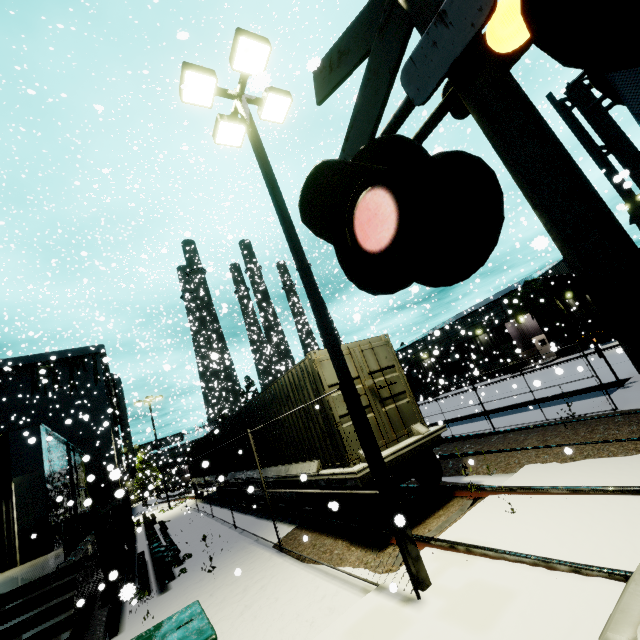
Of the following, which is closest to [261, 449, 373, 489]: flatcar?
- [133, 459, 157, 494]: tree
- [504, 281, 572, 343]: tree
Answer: [504, 281, 572, 343]: tree

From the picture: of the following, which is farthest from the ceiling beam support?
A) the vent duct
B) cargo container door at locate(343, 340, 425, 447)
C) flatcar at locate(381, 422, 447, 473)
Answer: the vent duct

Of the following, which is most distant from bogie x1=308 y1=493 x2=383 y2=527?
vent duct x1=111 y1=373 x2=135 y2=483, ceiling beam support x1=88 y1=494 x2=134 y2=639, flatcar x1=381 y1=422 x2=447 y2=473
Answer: vent duct x1=111 y1=373 x2=135 y2=483

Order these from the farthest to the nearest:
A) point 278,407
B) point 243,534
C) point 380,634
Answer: point 243,534
point 278,407
point 380,634

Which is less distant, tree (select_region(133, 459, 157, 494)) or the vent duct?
tree (select_region(133, 459, 157, 494))

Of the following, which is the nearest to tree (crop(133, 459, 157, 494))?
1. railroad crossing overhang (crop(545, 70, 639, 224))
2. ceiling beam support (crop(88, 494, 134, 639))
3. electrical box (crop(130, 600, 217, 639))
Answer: ceiling beam support (crop(88, 494, 134, 639))

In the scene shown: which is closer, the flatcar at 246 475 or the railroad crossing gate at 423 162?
the railroad crossing gate at 423 162

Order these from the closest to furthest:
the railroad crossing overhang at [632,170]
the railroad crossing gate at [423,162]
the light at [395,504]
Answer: the railroad crossing gate at [423,162] → the light at [395,504] → the railroad crossing overhang at [632,170]
